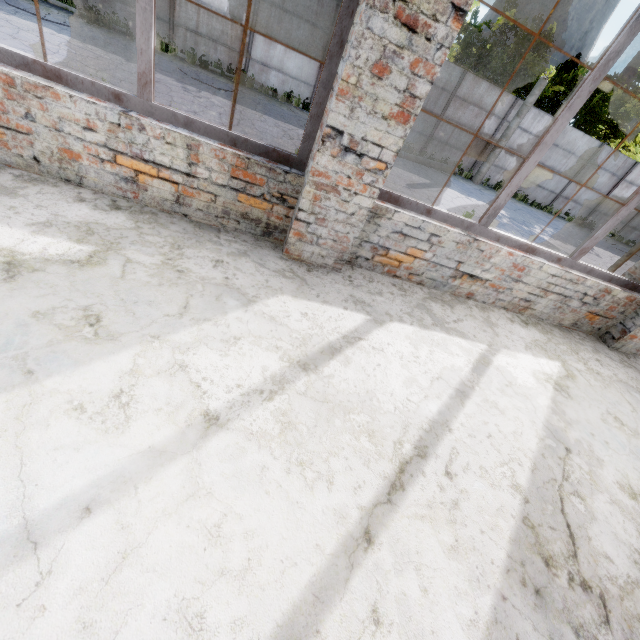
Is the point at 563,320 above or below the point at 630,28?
below
